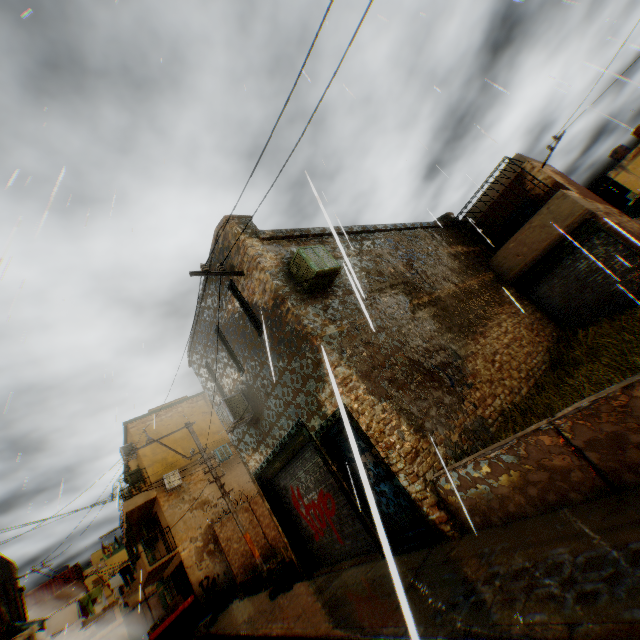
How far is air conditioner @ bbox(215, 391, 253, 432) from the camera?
9.27m

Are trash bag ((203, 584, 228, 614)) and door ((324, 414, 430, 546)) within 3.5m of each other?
no

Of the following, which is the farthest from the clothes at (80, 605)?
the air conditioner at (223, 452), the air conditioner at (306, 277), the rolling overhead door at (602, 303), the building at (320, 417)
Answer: the air conditioner at (306, 277)

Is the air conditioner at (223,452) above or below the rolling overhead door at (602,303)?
above

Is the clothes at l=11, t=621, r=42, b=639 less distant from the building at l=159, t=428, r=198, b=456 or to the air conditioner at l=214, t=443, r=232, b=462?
the building at l=159, t=428, r=198, b=456

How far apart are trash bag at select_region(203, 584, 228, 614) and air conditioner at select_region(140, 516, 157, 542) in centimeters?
592cm

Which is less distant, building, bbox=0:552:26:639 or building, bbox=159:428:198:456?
building, bbox=0:552:26:639

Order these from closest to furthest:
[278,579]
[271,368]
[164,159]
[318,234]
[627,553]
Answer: [627,553]
[271,368]
[164,159]
[318,234]
[278,579]
